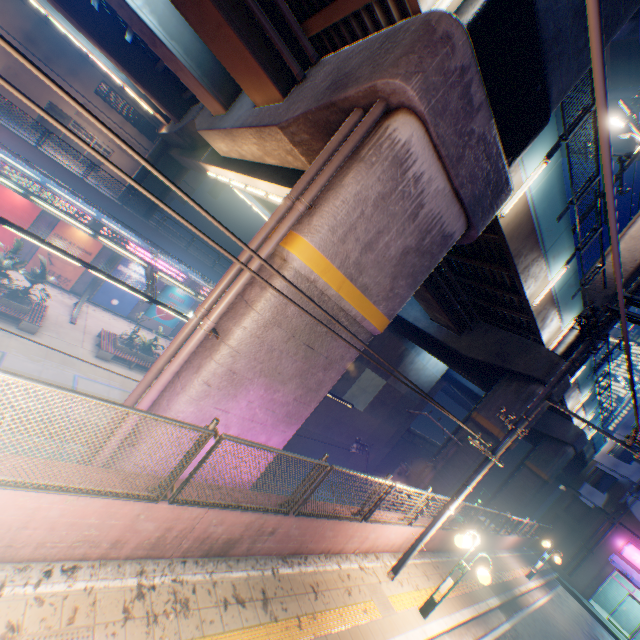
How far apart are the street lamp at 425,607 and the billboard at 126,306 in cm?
2445

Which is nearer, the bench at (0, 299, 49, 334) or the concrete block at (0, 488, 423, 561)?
the concrete block at (0, 488, 423, 561)

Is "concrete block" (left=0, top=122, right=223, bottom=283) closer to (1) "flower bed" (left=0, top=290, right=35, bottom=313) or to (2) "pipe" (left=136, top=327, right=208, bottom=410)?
(1) "flower bed" (left=0, top=290, right=35, bottom=313)

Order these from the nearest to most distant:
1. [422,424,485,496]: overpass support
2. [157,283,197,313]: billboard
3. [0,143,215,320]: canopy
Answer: [0,143,215,320]: canopy → [422,424,485,496]: overpass support → [157,283,197,313]: billboard

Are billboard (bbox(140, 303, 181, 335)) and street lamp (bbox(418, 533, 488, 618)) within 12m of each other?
no

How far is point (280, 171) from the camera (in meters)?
9.98

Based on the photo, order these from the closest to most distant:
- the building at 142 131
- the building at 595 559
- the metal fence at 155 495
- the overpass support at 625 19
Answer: the metal fence at 155 495
the overpass support at 625 19
the building at 595 559
the building at 142 131

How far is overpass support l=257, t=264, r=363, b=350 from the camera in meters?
5.7
